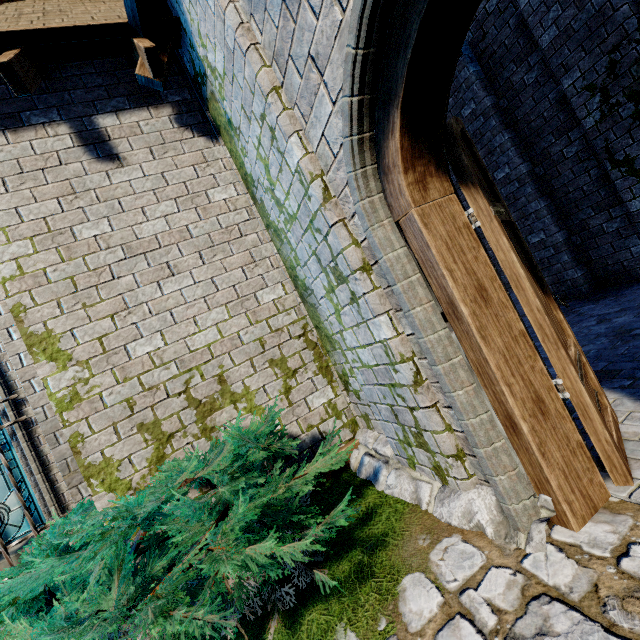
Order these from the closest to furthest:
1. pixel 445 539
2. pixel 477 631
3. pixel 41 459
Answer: pixel 477 631 < pixel 445 539 < pixel 41 459

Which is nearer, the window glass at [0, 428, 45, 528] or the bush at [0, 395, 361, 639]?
the bush at [0, 395, 361, 639]

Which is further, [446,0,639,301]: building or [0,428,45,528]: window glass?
[0,428,45,528]: window glass

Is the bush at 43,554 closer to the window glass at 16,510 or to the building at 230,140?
the building at 230,140

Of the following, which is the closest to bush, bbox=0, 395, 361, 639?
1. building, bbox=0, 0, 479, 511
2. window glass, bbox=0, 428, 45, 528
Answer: building, bbox=0, 0, 479, 511

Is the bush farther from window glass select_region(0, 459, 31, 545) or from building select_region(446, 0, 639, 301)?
window glass select_region(0, 459, 31, 545)

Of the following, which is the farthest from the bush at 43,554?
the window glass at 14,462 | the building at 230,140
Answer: the window glass at 14,462
